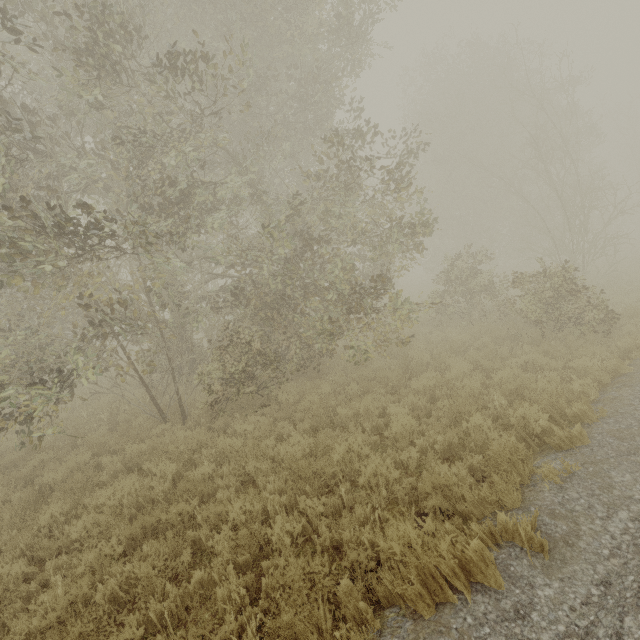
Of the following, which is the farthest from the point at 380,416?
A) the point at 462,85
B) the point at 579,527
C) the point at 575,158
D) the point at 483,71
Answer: the point at 575,158
